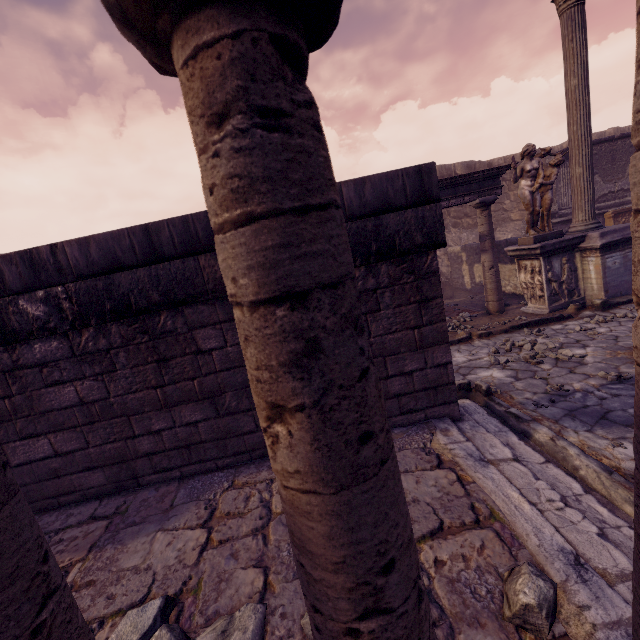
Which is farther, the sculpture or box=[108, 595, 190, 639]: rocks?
the sculpture

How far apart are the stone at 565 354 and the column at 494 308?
2.5m

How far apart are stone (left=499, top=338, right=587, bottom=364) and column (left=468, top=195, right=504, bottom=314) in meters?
2.5

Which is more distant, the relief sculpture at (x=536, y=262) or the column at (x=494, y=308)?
the column at (x=494, y=308)

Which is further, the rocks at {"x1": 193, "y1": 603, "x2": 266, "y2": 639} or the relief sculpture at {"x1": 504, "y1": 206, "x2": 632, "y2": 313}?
the relief sculpture at {"x1": 504, "y1": 206, "x2": 632, "y2": 313}

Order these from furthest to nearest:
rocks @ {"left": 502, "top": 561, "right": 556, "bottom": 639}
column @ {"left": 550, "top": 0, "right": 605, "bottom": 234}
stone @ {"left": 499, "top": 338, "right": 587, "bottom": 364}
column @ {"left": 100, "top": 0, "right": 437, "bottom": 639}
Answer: column @ {"left": 550, "top": 0, "right": 605, "bottom": 234} → stone @ {"left": 499, "top": 338, "right": 587, "bottom": 364} → rocks @ {"left": 502, "top": 561, "right": 556, "bottom": 639} → column @ {"left": 100, "top": 0, "right": 437, "bottom": 639}

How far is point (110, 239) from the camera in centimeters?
279cm

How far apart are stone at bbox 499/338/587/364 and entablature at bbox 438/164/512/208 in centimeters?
371cm
